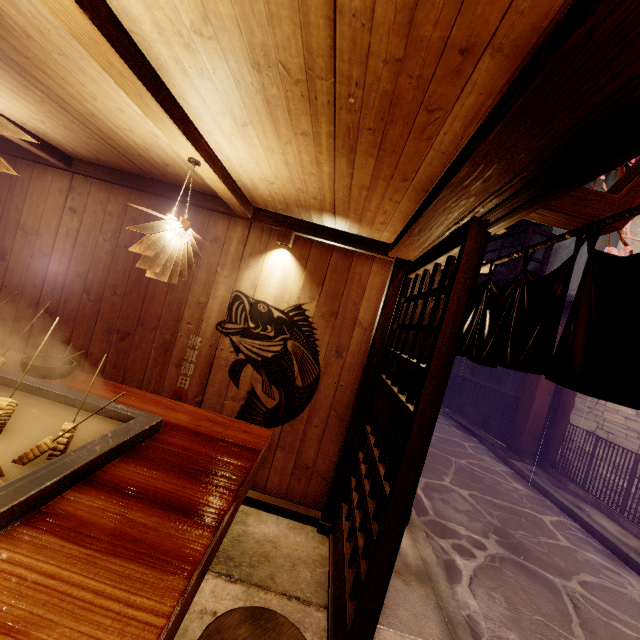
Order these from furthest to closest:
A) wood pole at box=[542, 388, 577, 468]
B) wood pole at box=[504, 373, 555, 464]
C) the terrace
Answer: the terrace, wood pole at box=[504, 373, 555, 464], wood pole at box=[542, 388, 577, 468]

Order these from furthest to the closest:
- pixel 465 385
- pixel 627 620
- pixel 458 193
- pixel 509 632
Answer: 1. pixel 465 385
2. pixel 627 620
3. pixel 509 632
4. pixel 458 193

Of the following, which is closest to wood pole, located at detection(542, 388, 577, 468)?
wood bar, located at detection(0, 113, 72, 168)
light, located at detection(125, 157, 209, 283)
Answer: light, located at detection(125, 157, 209, 283)

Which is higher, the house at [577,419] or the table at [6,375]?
the house at [577,419]

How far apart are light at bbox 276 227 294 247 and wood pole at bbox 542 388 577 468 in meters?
13.9

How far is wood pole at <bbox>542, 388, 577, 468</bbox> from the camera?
13.3m

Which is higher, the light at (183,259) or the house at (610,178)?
the house at (610,178)

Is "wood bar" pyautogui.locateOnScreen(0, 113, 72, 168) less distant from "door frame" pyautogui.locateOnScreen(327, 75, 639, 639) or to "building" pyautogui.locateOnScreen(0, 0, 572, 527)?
"building" pyautogui.locateOnScreen(0, 0, 572, 527)
